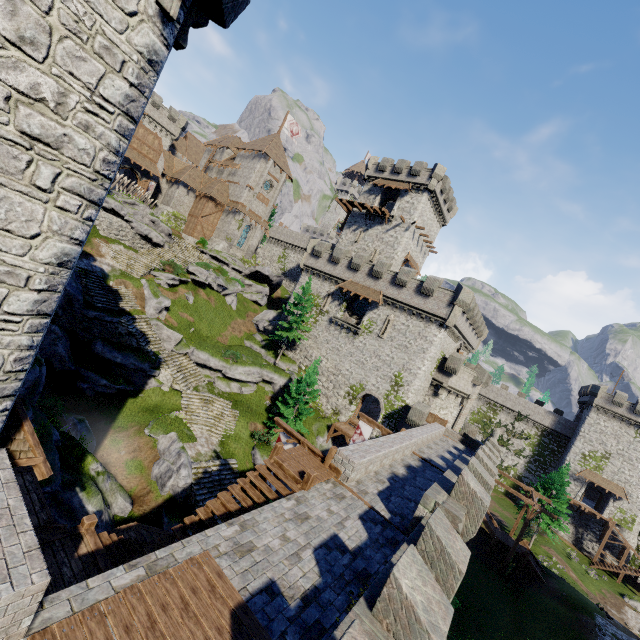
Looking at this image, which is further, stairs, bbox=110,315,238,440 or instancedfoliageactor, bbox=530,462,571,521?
instancedfoliageactor, bbox=530,462,571,521

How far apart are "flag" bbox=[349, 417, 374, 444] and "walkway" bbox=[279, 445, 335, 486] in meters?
9.5 m

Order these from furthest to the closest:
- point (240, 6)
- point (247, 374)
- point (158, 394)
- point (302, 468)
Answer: point (247, 374) < point (158, 394) < point (302, 468) < point (240, 6)

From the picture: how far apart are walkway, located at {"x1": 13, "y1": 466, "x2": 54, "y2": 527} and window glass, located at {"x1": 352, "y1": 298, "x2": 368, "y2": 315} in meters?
30.6 m

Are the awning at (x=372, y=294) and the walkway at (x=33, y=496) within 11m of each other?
no

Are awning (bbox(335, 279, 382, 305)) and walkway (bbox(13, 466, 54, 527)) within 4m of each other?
no

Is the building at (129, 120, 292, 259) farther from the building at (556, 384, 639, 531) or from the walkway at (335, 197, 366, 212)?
the building at (556, 384, 639, 531)

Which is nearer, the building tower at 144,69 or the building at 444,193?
the building tower at 144,69
